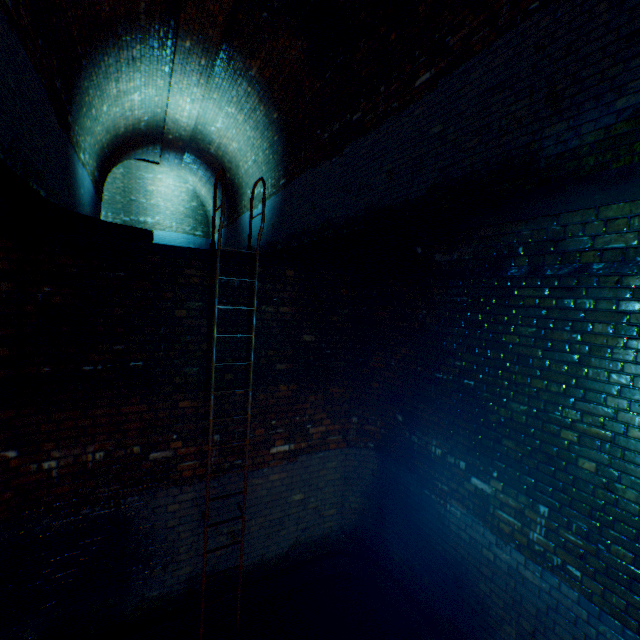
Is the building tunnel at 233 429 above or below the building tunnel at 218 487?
above

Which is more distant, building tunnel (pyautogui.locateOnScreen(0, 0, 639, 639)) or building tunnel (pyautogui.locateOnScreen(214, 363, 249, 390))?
building tunnel (pyautogui.locateOnScreen(214, 363, 249, 390))

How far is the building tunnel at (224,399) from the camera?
3.8 meters

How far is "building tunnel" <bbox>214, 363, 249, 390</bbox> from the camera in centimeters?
380cm

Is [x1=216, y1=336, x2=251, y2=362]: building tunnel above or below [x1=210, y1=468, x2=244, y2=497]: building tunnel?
above

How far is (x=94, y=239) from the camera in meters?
3.1 m
